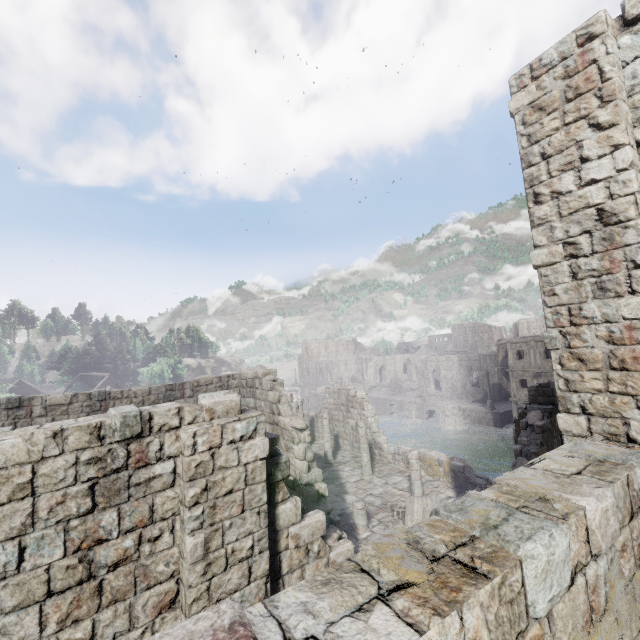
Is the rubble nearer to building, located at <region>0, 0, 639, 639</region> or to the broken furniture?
building, located at <region>0, 0, 639, 639</region>

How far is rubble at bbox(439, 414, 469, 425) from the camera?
40.8m

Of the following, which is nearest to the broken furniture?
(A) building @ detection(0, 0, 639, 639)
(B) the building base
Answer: (A) building @ detection(0, 0, 639, 639)

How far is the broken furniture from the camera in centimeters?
1308cm

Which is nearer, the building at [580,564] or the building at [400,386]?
the building at [580,564]

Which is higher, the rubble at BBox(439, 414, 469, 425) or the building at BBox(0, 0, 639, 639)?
the building at BBox(0, 0, 639, 639)

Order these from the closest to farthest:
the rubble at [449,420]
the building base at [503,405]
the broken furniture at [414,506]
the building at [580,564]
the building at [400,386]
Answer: the building at [580,564] < the broken furniture at [414,506] < the building base at [503,405] < the rubble at [449,420] < the building at [400,386]

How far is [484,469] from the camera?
27.0 meters
